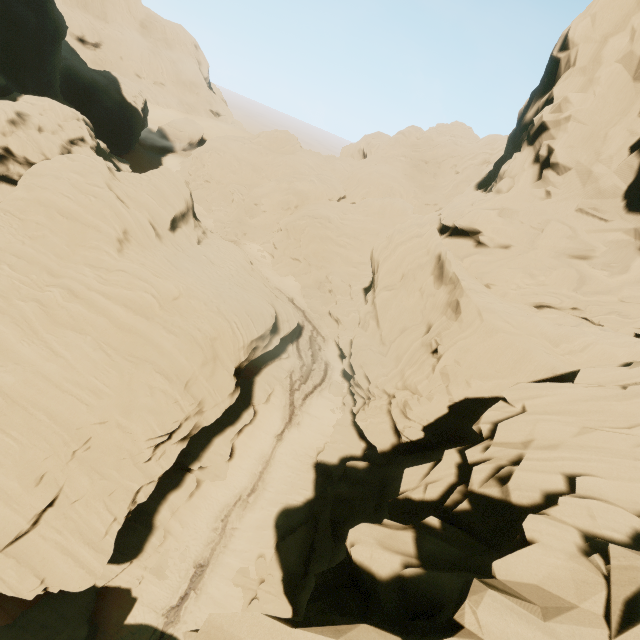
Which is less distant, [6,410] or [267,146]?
[6,410]

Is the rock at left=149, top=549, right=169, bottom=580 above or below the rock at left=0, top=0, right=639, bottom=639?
below

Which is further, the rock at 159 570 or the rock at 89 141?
the rock at 159 570

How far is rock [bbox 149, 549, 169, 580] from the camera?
21.0m

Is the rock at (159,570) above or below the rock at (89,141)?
below

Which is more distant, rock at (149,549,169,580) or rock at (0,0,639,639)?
rock at (149,549,169,580)
